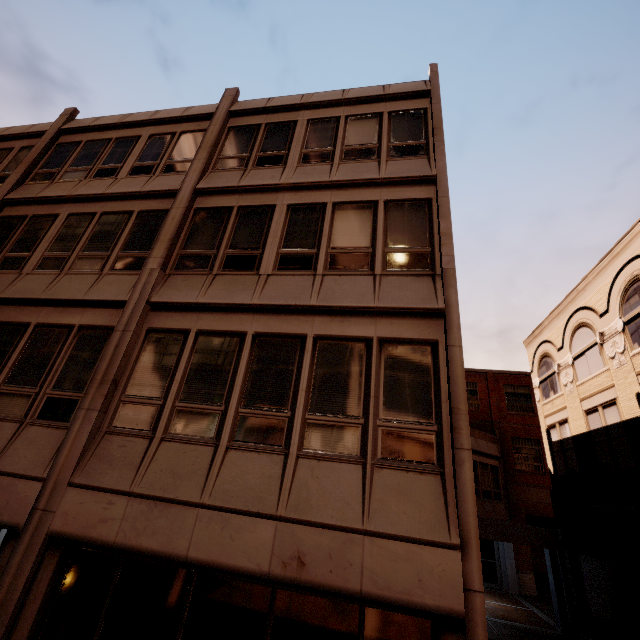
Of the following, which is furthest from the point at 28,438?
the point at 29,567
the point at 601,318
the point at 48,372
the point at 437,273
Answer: the point at 601,318
